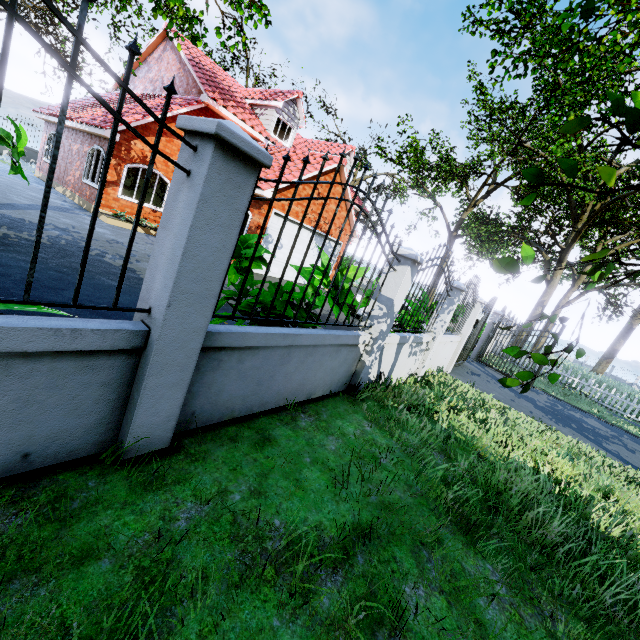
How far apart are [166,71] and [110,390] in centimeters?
2065cm

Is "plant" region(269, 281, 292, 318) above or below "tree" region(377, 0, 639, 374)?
below

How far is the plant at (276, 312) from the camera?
3.73m

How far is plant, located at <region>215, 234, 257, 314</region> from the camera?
4.23m

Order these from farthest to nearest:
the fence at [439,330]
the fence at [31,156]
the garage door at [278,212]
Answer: the fence at [31,156] → the garage door at [278,212] → the fence at [439,330]

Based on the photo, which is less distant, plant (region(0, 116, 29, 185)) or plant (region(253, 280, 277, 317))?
plant (region(253, 280, 277, 317))

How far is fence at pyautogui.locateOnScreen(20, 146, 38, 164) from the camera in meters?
22.2

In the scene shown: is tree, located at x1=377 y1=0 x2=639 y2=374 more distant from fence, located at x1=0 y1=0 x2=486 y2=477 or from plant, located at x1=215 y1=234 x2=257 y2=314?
plant, located at x1=215 y1=234 x2=257 y2=314
